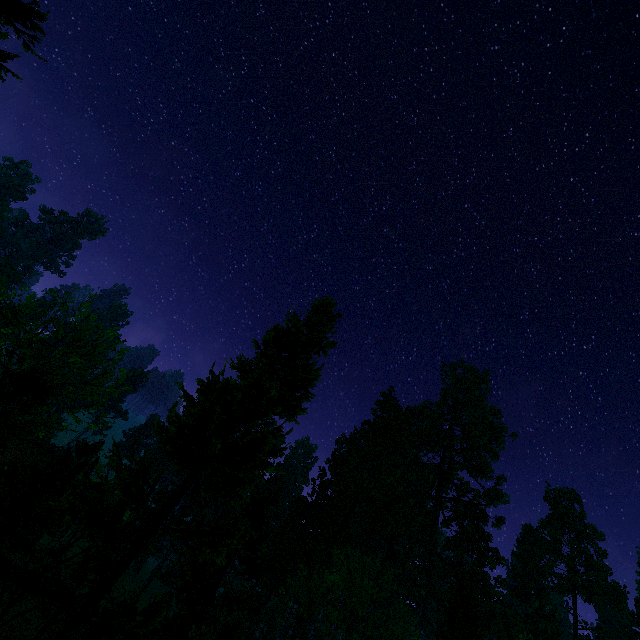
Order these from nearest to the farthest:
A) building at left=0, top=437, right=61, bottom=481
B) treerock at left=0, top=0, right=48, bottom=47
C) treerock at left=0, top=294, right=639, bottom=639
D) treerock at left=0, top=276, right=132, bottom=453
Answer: treerock at left=0, top=0, right=48, bottom=47 < treerock at left=0, top=294, right=639, bottom=639 < treerock at left=0, top=276, right=132, bottom=453 < building at left=0, top=437, right=61, bottom=481

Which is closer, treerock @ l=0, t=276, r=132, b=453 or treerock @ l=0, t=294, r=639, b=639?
treerock @ l=0, t=294, r=639, b=639

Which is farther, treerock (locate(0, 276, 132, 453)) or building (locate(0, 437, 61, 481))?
building (locate(0, 437, 61, 481))

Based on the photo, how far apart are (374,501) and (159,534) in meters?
42.7 m

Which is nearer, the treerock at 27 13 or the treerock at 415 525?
the treerock at 27 13

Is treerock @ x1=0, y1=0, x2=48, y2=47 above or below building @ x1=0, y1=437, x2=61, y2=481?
above

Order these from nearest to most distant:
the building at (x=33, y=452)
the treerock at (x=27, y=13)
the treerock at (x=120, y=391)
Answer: the treerock at (x=27, y=13) < the treerock at (x=120, y=391) < the building at (x=33, y=452)
